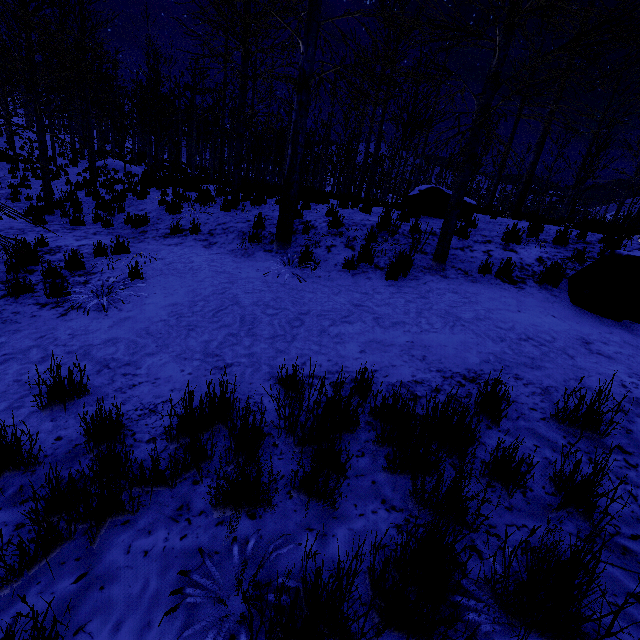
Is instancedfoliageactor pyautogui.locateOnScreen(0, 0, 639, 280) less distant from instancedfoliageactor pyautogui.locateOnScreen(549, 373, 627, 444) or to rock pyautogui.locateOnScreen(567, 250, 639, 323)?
instancedfoliageactor pyautogui.locateOnScreen(549, 373, 627, 444)

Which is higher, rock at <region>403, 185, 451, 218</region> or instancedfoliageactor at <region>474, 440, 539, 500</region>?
rock at <region>403, 185, 451, 218</region>

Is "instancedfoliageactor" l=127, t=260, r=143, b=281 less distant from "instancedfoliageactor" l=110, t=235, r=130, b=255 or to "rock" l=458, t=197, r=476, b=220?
"instancedfoliageactor" l=110, t=235, r=130, b=255

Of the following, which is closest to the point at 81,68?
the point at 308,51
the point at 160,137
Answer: the point at 160,137

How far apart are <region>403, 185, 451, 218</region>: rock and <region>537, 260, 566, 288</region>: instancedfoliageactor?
3.6 meters

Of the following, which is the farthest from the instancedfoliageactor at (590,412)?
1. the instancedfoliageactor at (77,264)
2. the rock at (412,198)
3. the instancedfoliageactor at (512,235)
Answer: the rock at (412,198)

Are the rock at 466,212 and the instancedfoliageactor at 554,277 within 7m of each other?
yes

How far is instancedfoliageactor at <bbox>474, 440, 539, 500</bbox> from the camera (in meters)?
1.88
